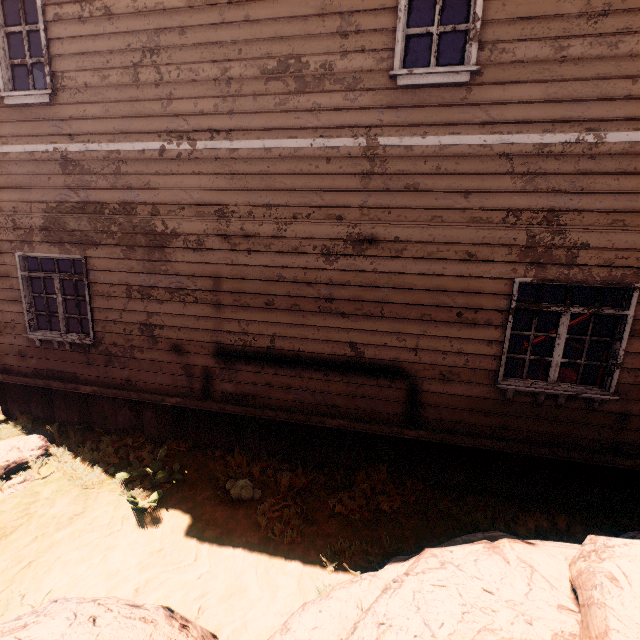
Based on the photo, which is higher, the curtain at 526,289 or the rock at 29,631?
the curtain at 526,289

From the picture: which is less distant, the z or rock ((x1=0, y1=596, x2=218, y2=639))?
rock ((x1=0, y1=596, x2=218, y2=639))

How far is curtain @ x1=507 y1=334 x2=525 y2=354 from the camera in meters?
4.5

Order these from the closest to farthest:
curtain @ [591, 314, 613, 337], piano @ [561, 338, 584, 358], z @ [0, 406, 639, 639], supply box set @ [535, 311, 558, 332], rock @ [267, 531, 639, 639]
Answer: rock @ [267, 531, 639, 639] → z @ [0, 406, 639, 639] → curtain @ [591, 314, 613, 337] → piano @ [561, 338, 584, 358] → supply box set @ [535, 311, 558, 332]

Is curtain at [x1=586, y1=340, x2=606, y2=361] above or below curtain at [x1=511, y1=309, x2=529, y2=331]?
below

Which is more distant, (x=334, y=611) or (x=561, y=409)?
(x=561, y=409)

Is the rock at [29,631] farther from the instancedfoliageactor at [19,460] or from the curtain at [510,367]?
the curtain at [510,367]
